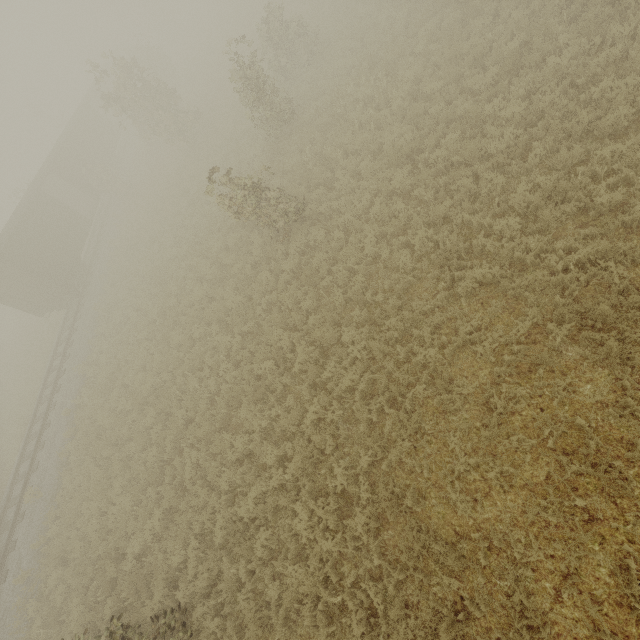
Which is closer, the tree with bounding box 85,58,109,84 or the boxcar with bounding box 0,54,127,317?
the tree with bounding box 85,58,109,84

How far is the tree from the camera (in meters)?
18.77

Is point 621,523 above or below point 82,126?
below

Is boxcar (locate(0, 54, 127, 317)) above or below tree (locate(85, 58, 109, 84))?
below

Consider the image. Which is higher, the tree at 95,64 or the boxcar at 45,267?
the tree at 95,64

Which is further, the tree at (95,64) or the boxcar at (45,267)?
the boxcar at (45,267)
